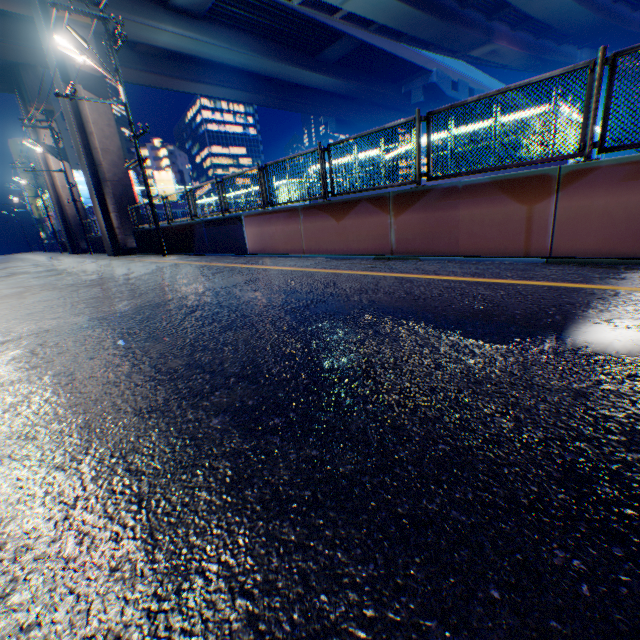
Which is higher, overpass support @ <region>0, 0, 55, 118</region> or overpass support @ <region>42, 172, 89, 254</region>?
overpass support @ <region>0, 0, 55, 118</region>

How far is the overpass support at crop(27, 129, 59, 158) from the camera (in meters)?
25.36

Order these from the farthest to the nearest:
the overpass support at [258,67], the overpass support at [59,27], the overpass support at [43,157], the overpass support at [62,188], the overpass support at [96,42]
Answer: the overpass support at [62,188] → the overpass support at [43,157] → the overpass support at [258,67] → the overpass support at [96,42] → the overpass support at [59,27]

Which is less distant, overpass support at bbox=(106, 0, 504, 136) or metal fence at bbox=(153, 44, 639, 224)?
metal fence at bbox=(153, 44, 639, 224)

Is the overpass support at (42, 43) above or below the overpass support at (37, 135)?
above

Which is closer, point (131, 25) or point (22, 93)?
point (131, 25)
